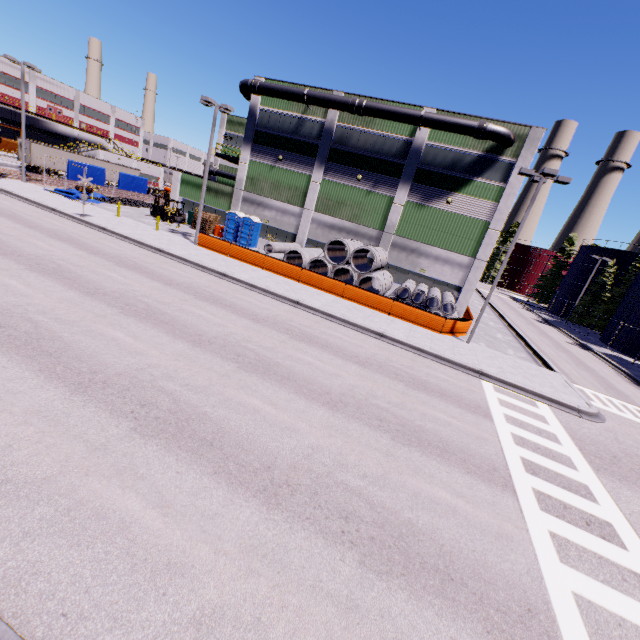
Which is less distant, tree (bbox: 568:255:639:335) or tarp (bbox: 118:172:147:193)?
tarp (bbox: 118:172:147:193)

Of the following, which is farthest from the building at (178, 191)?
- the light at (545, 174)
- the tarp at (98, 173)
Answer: the light at (545, 174)

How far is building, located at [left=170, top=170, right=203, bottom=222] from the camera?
34.4 meters

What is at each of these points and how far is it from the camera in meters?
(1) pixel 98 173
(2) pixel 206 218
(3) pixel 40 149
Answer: (1) tarp, 35.6 m
(2) pallet, 32.3 m
(3) semi trailer, 40.7 m

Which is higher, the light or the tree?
the light

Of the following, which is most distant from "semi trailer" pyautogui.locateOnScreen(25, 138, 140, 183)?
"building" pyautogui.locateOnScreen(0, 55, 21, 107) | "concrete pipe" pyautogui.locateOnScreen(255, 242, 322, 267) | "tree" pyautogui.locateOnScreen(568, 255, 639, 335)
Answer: "tree" pyautogui.locateOnScreen(568, 255, 639, 335)

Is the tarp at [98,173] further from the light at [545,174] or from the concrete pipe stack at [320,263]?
the light at [545,174]

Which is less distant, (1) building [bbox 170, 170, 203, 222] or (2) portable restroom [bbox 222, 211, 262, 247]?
(2) portable restroom [bbox 222, 211, 262, 247]
